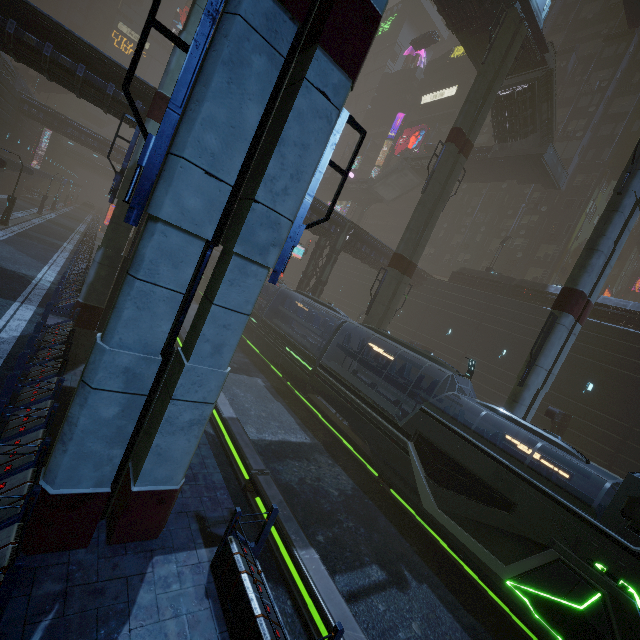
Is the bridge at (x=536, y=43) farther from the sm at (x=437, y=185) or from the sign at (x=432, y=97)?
the sign at (x=432, y=97)

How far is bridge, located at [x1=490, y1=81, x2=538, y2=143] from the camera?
27.3 meters

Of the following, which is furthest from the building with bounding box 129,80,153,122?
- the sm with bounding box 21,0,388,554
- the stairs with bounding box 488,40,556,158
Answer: the stairs with bounding box 488,40,556,158

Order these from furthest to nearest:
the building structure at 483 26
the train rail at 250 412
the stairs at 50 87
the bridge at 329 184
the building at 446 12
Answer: the bridge at 329 184, the stairs at 50 87, the building structure at 483 26, the building at 446 12, the train rail at 250 412

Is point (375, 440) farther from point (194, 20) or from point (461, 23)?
point (461, 23)

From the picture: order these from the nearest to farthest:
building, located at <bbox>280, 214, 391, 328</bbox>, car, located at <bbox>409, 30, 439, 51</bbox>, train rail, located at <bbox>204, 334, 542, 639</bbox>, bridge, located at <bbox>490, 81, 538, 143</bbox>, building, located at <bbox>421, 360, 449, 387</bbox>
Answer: train rail, located at <bbox>204, 334, 542, 639</bbox> < bridge, located at <bbox>490, 81, 538, 143</bbox> < building, located at <bbox>280, 214, 391, 328</bbox> < building, located at <bbox>421, 360, 449, 387</bbox> < car, located at <bbox>409, 30, 439, 51</bbox>

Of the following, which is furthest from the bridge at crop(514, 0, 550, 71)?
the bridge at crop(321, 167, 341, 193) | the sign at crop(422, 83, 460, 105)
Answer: the sign at crop(422, 83, 460, 105)

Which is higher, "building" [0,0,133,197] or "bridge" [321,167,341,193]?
"bridge" [321,167,341,193]
